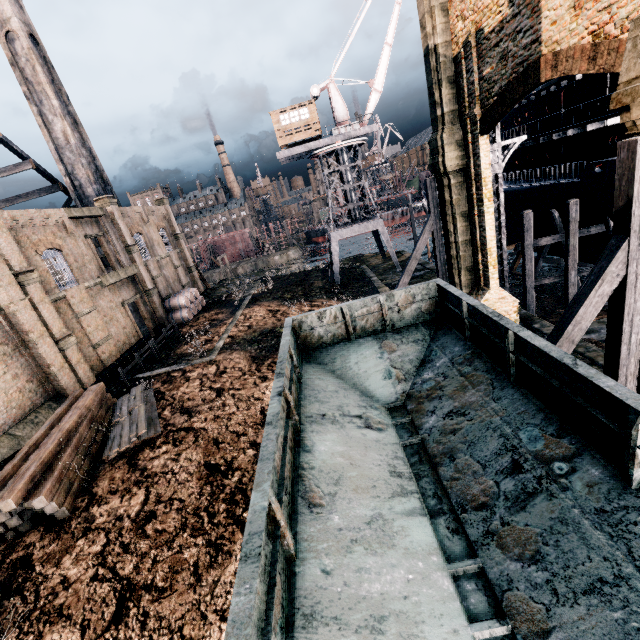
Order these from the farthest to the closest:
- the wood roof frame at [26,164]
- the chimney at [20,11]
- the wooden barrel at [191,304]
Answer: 1. the wooden barrel at [191,304]
2. the wood roof frame at [26,164]
3. the chimney at [20,11]

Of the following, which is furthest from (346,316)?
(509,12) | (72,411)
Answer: (72,411)

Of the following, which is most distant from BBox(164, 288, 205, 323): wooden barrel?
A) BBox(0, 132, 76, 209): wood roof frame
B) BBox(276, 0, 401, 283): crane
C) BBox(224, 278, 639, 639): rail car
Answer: BBox(224, 278, 639, 639): rail car

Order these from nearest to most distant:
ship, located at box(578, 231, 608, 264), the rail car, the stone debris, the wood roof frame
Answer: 1. the rail car
2. ship, located at box(578, 231, 608, 264)
3. the wood roof frame
4. the stone debris

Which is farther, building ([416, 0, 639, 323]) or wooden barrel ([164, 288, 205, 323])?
wooden barrel ([164, 288, 205, 323])

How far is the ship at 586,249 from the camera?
21.86m

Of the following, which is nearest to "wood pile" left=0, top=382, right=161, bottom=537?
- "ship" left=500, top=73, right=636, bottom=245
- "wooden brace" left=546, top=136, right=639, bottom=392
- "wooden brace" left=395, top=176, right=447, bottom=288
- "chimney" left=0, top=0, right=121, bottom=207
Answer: "wooden brace" left=395, top=176, right=447, bottom=288

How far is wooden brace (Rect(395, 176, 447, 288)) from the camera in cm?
Answer: 1817
